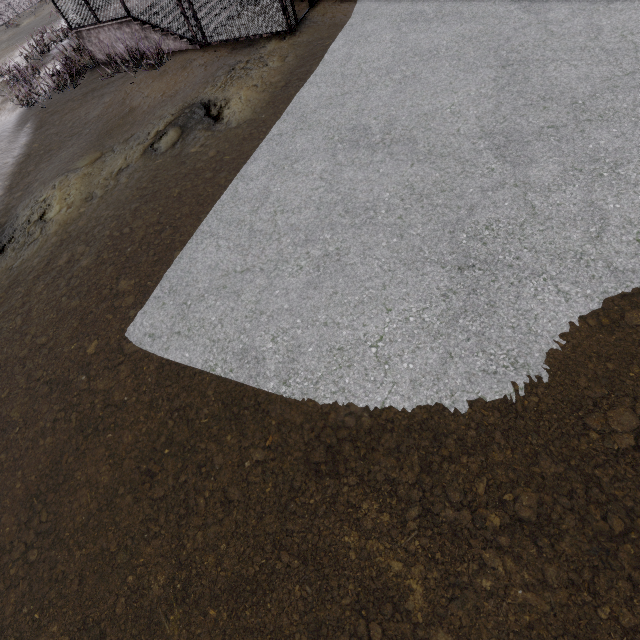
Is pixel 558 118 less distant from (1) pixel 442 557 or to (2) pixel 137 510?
(1) pixel 442 557
